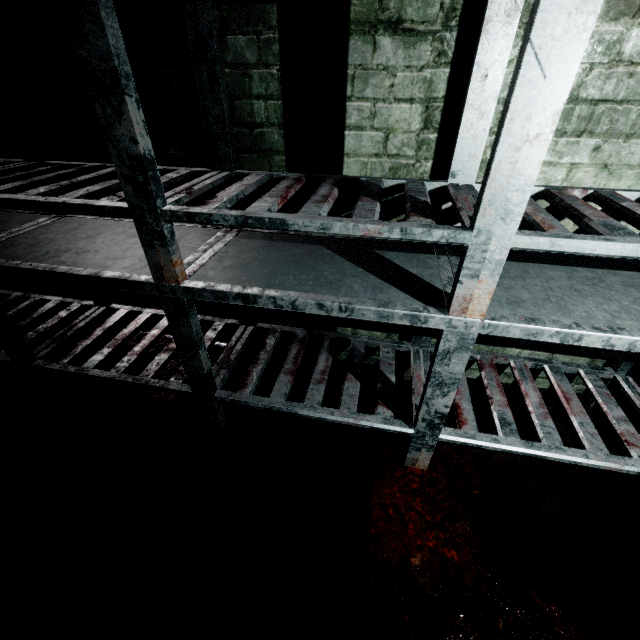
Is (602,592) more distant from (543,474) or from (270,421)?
(270,421)
